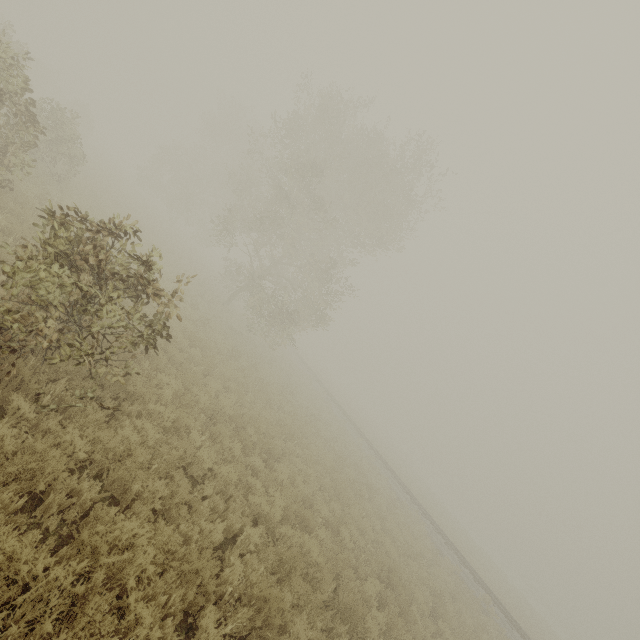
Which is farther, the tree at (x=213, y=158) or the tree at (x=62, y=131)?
the tree at (x=62, y=131)

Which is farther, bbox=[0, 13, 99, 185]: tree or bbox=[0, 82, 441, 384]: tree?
bbox=[0, 13, 99, 185]: tree

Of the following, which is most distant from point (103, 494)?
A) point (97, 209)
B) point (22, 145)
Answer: point (97, 209)
